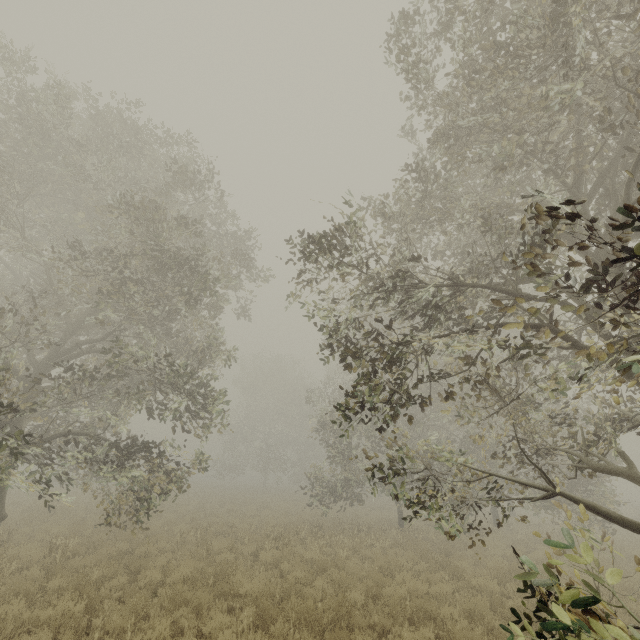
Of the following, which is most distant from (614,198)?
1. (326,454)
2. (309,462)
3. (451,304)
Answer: (326,454)

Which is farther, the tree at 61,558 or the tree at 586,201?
the tree at 61,558

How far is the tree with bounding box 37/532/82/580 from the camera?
8.21m

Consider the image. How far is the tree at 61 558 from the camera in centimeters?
821cm

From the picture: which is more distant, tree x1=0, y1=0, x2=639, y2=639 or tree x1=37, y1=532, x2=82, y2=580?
tree x1=37, y1=532, x2=82, y2=580

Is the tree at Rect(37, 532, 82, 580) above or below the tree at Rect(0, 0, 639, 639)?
→ below
